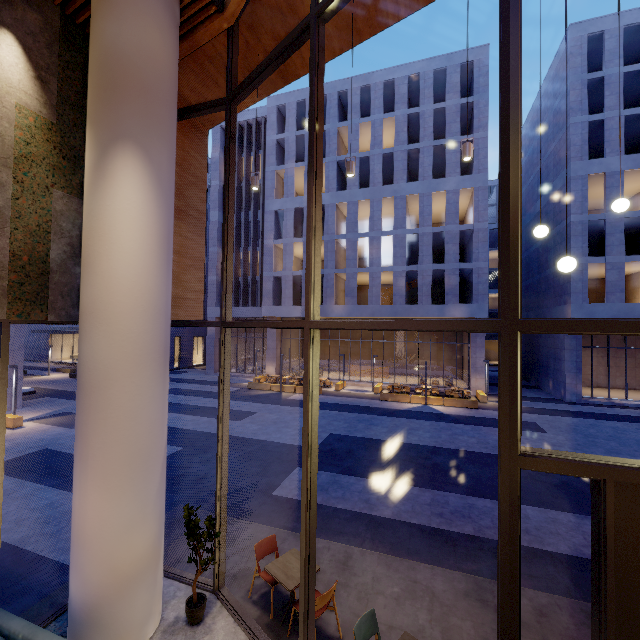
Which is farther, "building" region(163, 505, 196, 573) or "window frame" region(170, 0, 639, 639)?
"building" region(163, 505, 196, 573)

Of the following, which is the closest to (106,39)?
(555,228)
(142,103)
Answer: (142,103)

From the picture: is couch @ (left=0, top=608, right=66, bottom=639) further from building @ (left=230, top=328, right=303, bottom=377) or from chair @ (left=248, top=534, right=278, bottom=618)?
building @ (left=230, top=328, right=303, bottom=377)

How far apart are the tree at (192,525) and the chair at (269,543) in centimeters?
68cm

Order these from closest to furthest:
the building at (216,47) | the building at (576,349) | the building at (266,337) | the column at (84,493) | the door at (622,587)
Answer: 1. the door at (622,587)
2. the column at (84,493)
3. the building at (216,47)
4. the building at (576,349)
5. the building at (266,337)

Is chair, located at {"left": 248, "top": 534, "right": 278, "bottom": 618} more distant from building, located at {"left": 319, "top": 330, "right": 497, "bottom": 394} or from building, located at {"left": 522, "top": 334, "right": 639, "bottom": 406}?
building, located at {"left": 522, "top": 334, "right": 639, "bottom": 406}

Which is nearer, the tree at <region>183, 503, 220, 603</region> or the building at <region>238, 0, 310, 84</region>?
the tree at <region>183, 503, 220, 603</region>

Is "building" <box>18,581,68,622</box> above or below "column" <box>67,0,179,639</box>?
below
